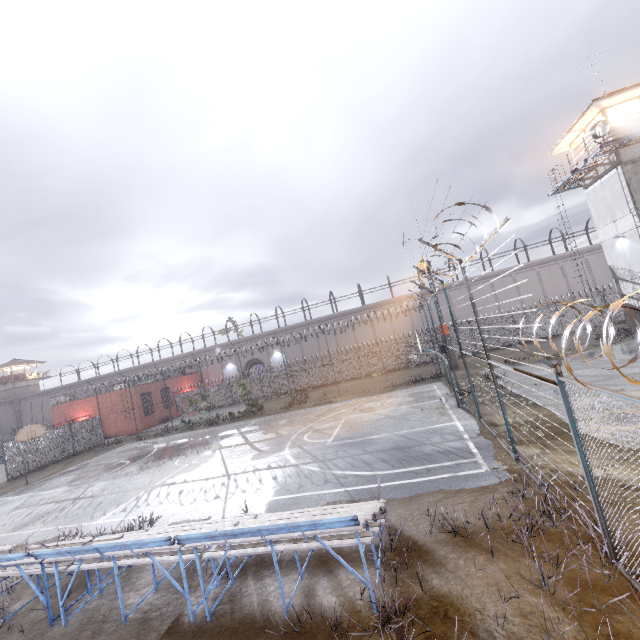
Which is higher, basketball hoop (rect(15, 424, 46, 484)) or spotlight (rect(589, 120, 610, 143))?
spotlight (rect(589, 120, 610, 143))

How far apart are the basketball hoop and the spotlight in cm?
3894

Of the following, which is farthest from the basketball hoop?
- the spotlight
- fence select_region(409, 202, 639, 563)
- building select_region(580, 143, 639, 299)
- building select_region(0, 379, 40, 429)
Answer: building select_region(0, 379, 40, 429)

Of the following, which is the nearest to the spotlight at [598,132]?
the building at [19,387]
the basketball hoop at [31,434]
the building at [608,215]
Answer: the building at [608,215]

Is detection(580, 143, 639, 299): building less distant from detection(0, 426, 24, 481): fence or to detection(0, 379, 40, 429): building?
detection(0, 426, 24, 481): fence

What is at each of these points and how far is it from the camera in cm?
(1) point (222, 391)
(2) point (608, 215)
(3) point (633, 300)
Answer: (1) fence, 3925
(2) building, 2164
(3) building, 2141

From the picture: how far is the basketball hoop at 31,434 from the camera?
20.44m

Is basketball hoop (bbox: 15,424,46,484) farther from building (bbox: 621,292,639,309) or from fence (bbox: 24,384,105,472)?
building (bbox: 621,292,639,309)
